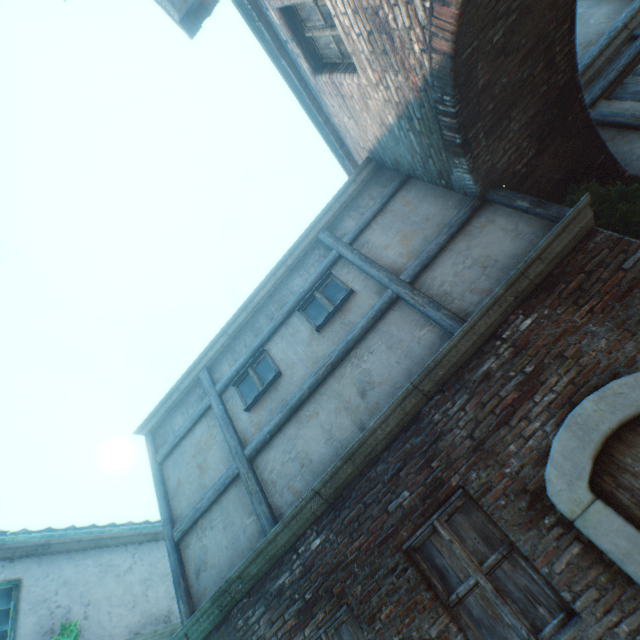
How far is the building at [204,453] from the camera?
5.9m

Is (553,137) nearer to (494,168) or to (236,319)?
(494,168)

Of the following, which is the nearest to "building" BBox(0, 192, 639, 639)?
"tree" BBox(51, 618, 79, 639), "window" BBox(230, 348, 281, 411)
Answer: "window" BBox(230, 348, 281, 411)

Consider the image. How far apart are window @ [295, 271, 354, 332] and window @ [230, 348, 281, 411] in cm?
96

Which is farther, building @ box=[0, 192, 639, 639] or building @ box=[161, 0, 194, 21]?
building @ box=[161, 0, 194, 21]

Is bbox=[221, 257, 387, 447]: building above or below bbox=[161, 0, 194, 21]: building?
below

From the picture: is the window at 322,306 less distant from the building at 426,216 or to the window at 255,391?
the building at 426,216
